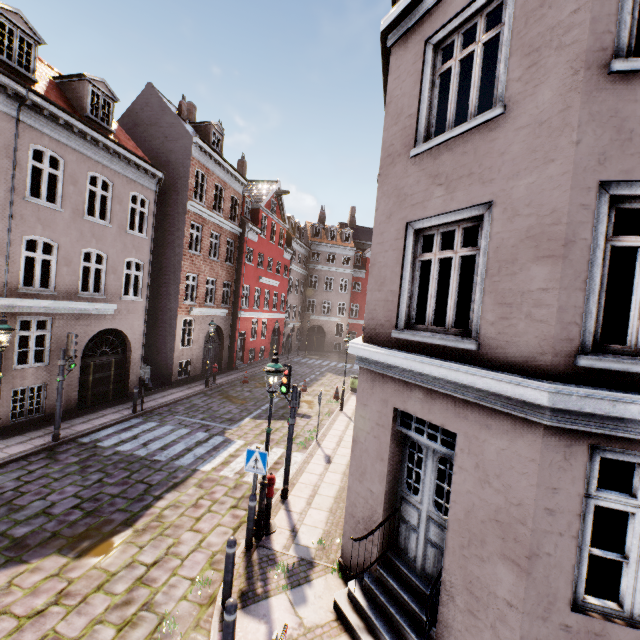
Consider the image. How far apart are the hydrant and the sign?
0.5m

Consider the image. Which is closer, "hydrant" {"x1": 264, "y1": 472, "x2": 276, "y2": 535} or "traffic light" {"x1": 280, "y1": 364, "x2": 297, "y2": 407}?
"hydrant" {"x1": 264, "y1": 472, "x2": 276, "y2": 535}

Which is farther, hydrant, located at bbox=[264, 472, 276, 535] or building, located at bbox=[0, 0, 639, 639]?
hydrant, located at bbox=[264, 472, 276, 535]

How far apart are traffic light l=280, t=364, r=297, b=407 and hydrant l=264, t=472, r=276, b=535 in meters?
1.6 m

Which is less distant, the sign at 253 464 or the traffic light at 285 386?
the sign at 253 464

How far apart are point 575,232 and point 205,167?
20.28m

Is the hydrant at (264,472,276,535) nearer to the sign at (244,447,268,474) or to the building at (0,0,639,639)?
the sign at (244,447,268,474)

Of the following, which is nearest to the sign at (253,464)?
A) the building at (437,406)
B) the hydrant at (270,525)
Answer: the hydrant at (270,525)
